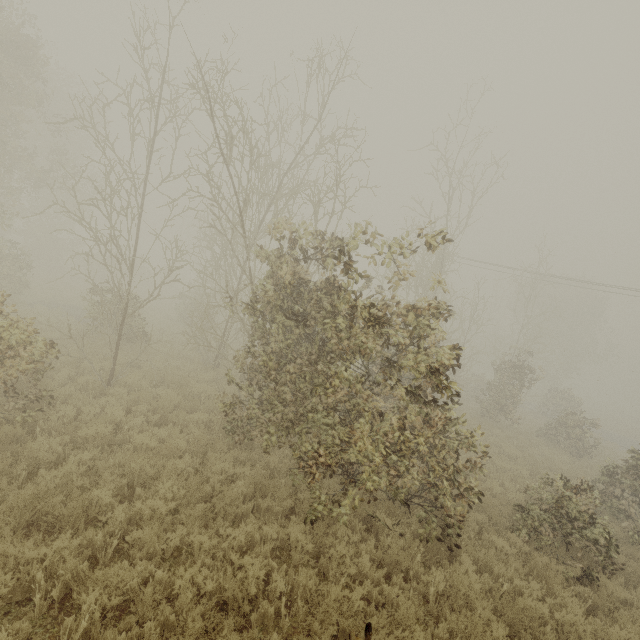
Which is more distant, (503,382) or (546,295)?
(546,295)
